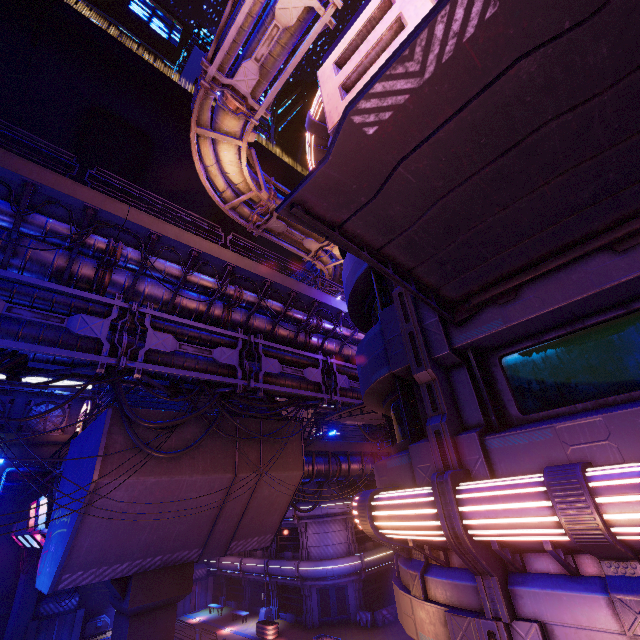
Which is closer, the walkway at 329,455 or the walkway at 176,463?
the walkway at 176,463

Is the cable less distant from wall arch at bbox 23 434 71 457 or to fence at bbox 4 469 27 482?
fence at bbox 4 469 27 482

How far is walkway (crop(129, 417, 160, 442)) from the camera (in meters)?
13.25

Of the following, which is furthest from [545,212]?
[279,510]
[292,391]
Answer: [279,510]

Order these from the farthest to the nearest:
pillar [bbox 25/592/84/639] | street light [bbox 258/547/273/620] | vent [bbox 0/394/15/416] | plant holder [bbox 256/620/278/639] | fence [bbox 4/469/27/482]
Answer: vent [bbox 0/394/15/416] → street light [bbox 258/547/273/620] → pillar [bbox 25/592/84/639] → plant holder [bbox 256/620/278/639] → fence [bbox 4/469/27/482]

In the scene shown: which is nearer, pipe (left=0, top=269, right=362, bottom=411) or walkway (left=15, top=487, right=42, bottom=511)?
pipe (left=0, top=269, right=362, bottom=411)

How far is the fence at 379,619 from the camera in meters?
26.2

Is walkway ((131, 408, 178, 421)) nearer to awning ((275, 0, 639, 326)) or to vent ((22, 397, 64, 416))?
vent ((22, 397, 64, 416))
